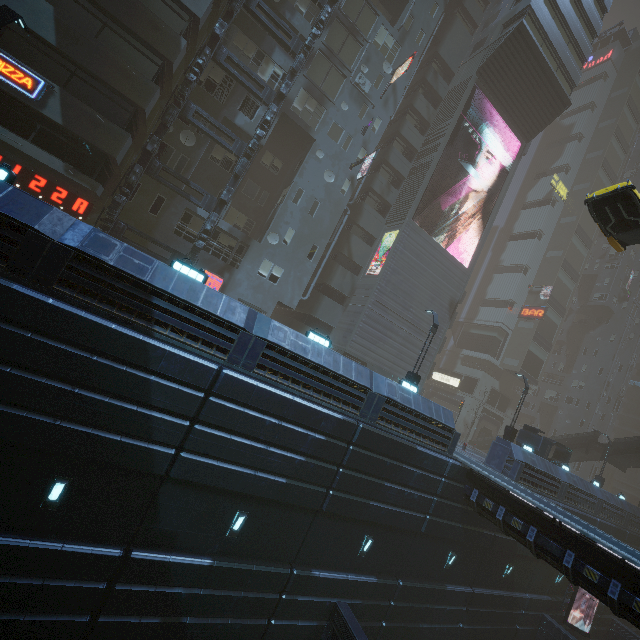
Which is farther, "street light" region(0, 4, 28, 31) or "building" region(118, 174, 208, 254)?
"building" region(118, 174, 208, 254)

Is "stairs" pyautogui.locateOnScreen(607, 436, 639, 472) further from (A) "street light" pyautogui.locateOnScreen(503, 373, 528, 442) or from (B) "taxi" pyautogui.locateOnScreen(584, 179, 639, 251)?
(A) "street light" pyautogui.locateOnScreen(503, 373, 528, 442)

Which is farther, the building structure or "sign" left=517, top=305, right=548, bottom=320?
"sign" left=517, top=305, right=548, bottom=320

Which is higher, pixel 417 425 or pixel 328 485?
pixel 417 425

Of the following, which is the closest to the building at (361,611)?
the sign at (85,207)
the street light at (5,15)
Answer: the sign at (85,207)

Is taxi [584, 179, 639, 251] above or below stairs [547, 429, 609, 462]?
above

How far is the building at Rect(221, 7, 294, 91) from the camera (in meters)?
20.88

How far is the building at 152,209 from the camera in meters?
19.4
